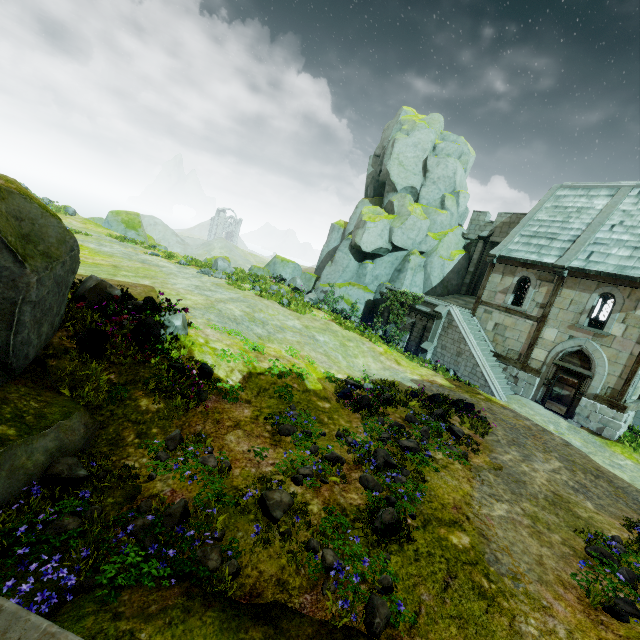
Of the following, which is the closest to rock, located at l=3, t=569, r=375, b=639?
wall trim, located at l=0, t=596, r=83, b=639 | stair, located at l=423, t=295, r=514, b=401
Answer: wall trim, located at l=0, t=596, r=83, b=639

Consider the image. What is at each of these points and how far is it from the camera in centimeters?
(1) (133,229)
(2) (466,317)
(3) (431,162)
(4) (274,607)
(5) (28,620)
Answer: (1) rock, 3077cm
(2) stair, 2044cm
(3) rock, 2733cm
(4) rock, 425cm
(5) wall trim, 263cm

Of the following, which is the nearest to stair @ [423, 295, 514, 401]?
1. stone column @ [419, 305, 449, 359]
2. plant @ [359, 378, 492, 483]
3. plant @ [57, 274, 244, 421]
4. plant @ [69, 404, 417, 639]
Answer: stone column @ [419, 305, 449, 359]

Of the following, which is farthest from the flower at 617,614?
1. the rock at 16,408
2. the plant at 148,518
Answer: the plant at 148,518

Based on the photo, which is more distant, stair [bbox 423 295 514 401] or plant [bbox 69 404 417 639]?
stair [bbox 423 295 514 401]

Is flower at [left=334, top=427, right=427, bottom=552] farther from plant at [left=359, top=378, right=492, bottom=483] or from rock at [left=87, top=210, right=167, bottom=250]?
rock at [left=87, top=210, right=167, bottom=250]

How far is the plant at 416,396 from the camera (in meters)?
8.63

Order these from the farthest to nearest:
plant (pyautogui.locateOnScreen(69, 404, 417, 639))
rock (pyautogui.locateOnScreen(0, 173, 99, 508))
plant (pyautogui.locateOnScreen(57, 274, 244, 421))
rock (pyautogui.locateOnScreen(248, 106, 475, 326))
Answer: rock (pyautogui.locateOnScreen(248, 106, 475, 326)) < plant (pyautogui.locateOnScreen(57, 274, 244, 421)) < rock (pyautogui.locateOnScreen(0, 173, 99, 508)) < plant (pyautogui.locateOnScreen(69, 404, 417, 639))
